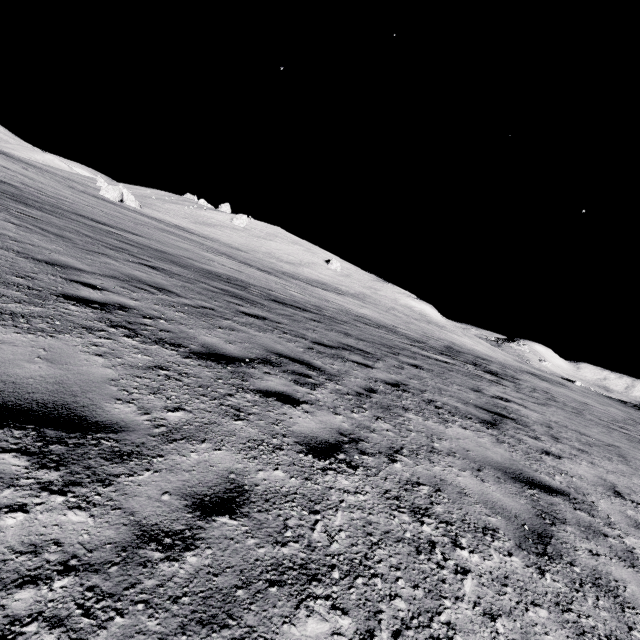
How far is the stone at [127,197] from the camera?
47.2 meters

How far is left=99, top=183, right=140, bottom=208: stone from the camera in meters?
47.2 m

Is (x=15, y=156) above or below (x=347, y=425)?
above
